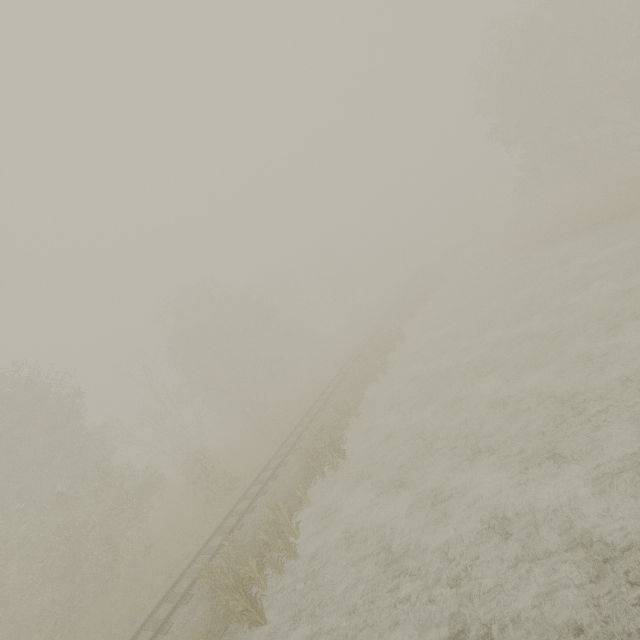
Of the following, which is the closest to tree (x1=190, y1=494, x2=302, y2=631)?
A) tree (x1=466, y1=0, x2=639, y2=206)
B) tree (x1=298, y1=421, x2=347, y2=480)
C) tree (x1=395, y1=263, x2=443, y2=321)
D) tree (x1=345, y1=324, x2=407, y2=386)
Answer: tree (x1=298, y1=421, x2=347, y2=480)

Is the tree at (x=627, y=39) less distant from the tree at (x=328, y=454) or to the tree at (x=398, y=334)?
the tree at (x=398, y=334)

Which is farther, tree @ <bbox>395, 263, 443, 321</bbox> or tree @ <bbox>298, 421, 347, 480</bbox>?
tree @ <bbox>395, 263, 443, 321</bbox>

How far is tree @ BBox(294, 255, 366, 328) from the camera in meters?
50.6

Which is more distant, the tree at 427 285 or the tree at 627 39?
the tree at 427 285

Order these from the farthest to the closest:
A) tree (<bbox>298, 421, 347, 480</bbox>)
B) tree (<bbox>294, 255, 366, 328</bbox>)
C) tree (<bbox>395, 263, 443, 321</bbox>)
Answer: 1. tree (<bbox>294, 255, 366, 328</bbox>)
2. tree (<bbox>395, 263, 443, 321</bbox>)
3. tree (<bbox>298, 421, 347, 480</bbox>)

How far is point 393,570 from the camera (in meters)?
8.84
